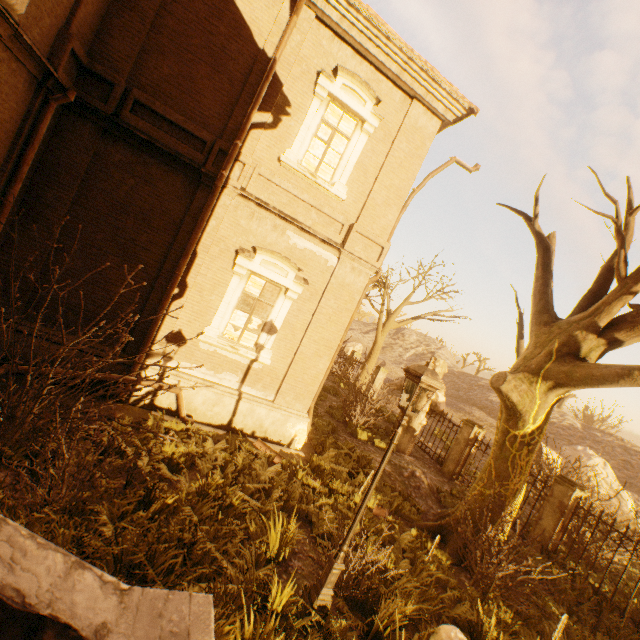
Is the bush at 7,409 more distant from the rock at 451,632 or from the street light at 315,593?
the rock at 451,632

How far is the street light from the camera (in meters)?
4.61

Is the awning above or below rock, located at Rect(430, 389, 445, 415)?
above

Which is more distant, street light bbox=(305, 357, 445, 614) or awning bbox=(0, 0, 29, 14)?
street light bbox=(305, 357, 445, 614)

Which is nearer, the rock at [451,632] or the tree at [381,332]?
the rock at [451,632]

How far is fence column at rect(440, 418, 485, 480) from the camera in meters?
13.6 m

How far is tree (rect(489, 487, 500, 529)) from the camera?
7.8 meters

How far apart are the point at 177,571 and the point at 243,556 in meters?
1.1 m
